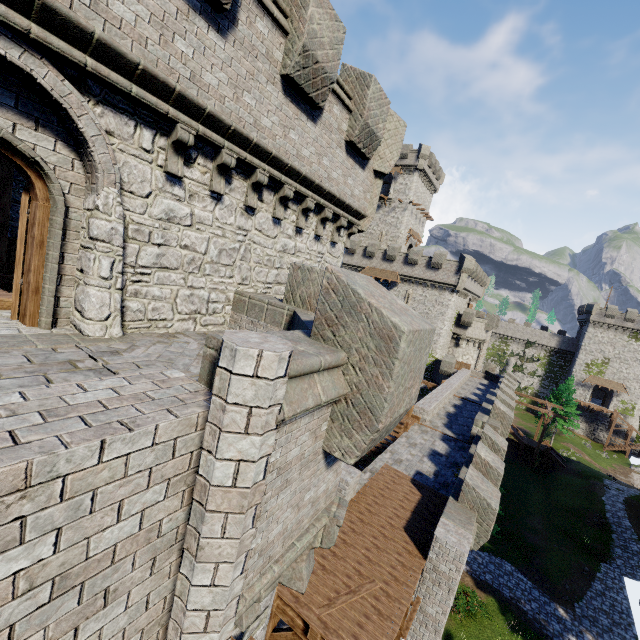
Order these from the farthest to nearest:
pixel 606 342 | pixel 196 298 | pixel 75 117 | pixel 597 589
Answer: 1. pixel 606 342
2. pixel 597 589
3. pixel 196 298
4. pixel 75 117

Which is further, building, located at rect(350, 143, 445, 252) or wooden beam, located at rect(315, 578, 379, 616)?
building, located at rect(350, 143, 445, 252)

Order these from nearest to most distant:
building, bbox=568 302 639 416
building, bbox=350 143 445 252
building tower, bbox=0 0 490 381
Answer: building tower, bbox=0 0 490 381
building, bbox=350 143 445 252
building, bbox=568 302 639 416

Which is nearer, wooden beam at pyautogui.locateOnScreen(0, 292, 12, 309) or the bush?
wooden beam at pyautogui.locateOnScreen(0, 292, 12, 309)

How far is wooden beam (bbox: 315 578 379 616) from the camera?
7.8 meters

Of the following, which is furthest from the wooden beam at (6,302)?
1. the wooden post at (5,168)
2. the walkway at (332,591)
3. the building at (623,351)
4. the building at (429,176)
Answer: the building at (623,351)

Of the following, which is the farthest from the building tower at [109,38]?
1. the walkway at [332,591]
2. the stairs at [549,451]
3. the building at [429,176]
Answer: the stairs at [549,451]

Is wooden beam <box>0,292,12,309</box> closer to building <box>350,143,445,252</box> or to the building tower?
the building tower
